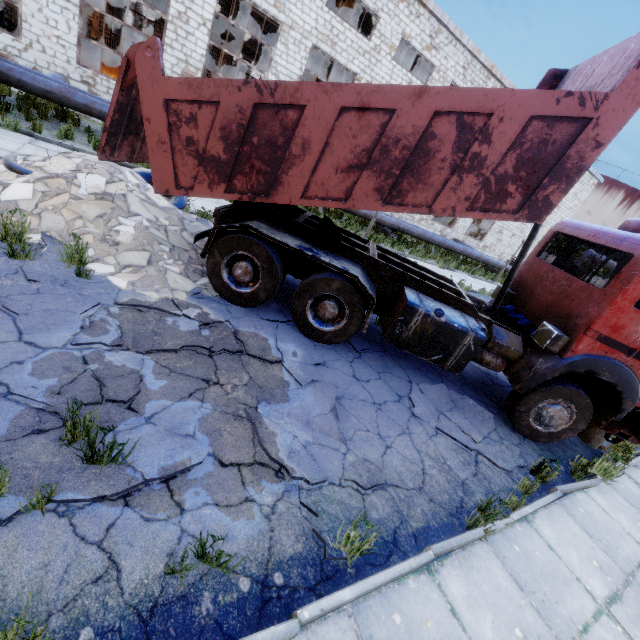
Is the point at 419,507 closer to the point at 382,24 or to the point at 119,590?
the point at 119,590

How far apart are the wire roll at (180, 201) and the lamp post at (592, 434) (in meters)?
10.17

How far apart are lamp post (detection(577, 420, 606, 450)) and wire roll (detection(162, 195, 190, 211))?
10.2m

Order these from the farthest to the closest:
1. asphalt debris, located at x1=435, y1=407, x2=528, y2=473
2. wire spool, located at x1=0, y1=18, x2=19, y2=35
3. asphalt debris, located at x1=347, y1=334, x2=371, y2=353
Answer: wire spool, located at x1=0, y1=18, x2=19, y2=35, asphalt debris, located at x1=347, y1=334, x2=371, y2=353, asphalt debris, located at x1=435, y1=407, x2=528, y2=473

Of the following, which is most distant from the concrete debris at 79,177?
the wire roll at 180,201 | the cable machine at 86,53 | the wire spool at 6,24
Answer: the wire spool at 6,24

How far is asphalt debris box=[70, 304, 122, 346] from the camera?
3.66m

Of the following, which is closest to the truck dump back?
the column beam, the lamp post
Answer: the lamp post

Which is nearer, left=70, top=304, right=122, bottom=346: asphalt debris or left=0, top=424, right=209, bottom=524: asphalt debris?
left=0, top=424, right=209, bottom=524: asphalt debris
